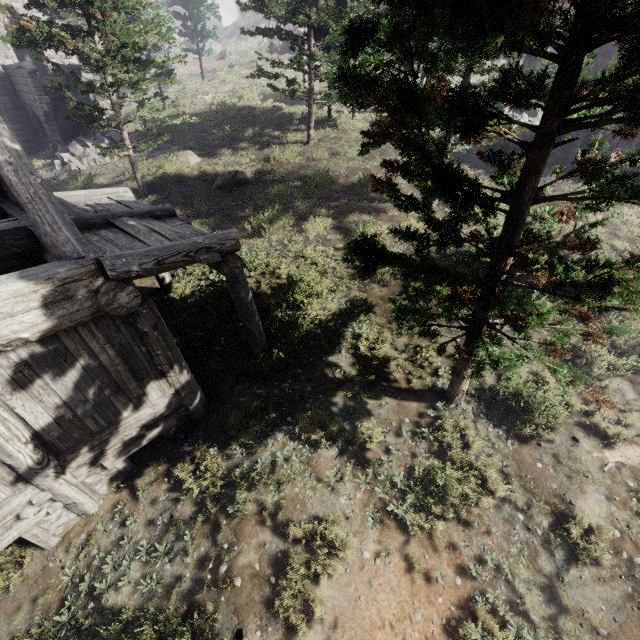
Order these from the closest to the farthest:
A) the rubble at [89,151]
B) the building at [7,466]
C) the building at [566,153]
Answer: the building at [7,466]
the building at [566,153]
the rubble at [89,151]

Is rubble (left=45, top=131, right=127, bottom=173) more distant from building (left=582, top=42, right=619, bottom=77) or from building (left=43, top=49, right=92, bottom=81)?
building (left=582, top=42, right=619, bottom=77)

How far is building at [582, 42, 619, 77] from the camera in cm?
1461

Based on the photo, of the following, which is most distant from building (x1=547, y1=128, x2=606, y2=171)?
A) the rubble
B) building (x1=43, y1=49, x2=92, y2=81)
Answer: building (x1=43, y1=49, x2=92, y2=81)

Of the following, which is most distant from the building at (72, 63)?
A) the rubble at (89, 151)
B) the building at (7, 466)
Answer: the building at (7, 466)

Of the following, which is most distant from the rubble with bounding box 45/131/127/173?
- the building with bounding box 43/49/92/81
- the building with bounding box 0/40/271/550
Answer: the building with bounding box 0/40/271/550

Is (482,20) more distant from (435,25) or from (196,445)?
(196,445)
